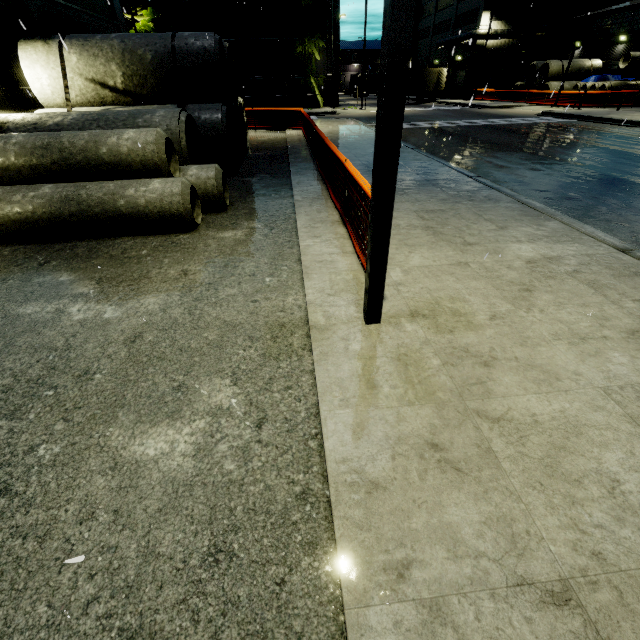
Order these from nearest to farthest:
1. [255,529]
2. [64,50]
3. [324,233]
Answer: [255,529] < [324,233] < [64,50]

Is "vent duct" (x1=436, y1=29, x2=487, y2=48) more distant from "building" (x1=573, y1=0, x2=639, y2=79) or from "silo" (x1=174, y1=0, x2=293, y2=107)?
"silo" (x1=174, y1=0, x2=293, y2=107)

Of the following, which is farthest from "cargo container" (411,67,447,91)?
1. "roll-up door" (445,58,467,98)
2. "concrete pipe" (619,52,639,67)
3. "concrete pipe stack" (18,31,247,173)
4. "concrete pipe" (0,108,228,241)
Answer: "concrete pipe" (0,108,228,241)

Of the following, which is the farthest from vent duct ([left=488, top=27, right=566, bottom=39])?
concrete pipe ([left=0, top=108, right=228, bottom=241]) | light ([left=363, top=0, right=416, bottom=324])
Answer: light ([left=363, top=0, right=416, bottom=324])

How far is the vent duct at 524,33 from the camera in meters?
39.0

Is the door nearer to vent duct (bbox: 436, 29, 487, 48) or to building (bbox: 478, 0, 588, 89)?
building (bbox: 478, 0, 588, 89)

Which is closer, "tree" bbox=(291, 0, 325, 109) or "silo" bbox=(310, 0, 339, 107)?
"tree" bbox=(291, 0, 325, 109)

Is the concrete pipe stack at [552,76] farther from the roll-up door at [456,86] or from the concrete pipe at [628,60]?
the roll-up door at [456,86]
